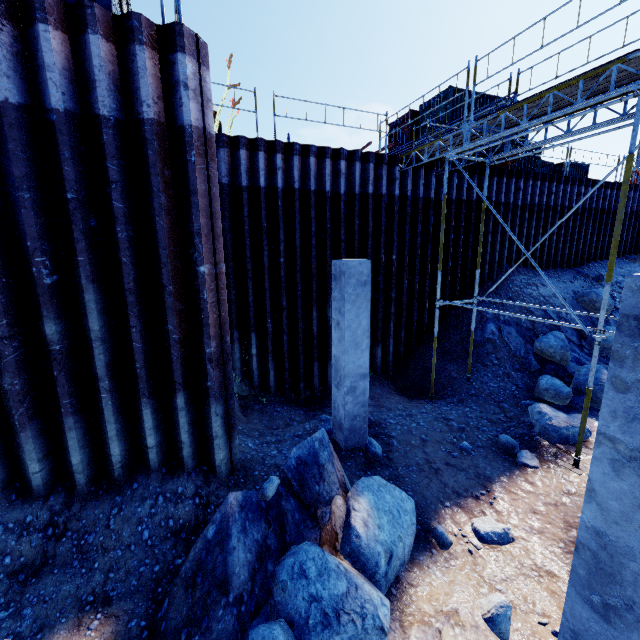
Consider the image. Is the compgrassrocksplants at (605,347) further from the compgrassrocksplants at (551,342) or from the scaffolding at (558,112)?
the scaffolding at (558,112)

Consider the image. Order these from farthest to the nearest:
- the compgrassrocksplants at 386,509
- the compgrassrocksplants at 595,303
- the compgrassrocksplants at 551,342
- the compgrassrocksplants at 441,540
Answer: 1. the compgrassrocksplants at 595,303
2. the compgrassrocksplants at 551,342
3. the compgrassrocksplants at 441,540
4. the compgrassrocksplants at 386,509

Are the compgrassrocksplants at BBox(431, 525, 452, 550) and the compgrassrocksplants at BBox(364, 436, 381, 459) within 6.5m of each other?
yes

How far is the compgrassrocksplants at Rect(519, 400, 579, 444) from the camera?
7.1m

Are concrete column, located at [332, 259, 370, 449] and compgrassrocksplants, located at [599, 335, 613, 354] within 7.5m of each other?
no

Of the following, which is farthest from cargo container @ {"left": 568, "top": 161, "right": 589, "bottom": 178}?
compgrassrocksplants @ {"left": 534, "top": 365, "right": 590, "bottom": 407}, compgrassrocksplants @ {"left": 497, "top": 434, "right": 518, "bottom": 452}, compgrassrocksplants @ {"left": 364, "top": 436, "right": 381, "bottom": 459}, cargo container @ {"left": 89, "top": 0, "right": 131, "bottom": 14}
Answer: compgrassrocksplants @ {"left": 364, "top": 436, "right": 381, "bottom": 459}

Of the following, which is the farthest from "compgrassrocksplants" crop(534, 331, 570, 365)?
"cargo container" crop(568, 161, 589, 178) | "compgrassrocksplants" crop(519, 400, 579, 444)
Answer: "cargo container" crop(568, 161, 589, 178)

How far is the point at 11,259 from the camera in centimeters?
416cm
